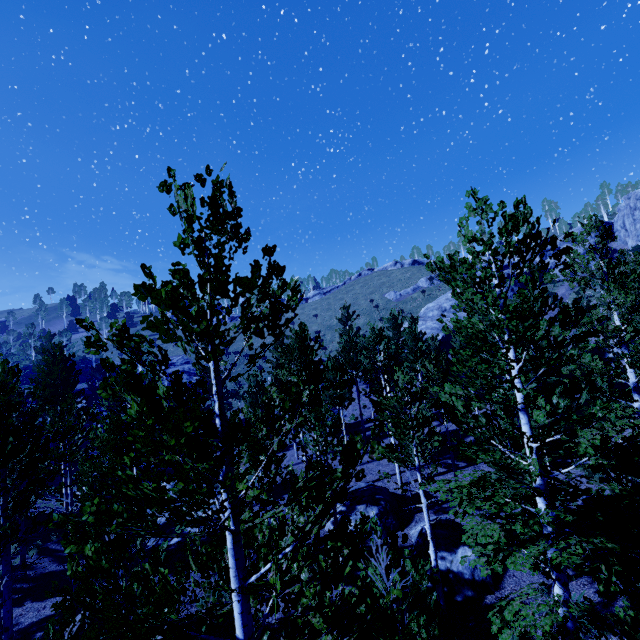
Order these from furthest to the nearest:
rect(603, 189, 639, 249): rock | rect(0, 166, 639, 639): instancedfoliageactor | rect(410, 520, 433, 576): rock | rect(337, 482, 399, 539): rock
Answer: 1. rect(603, 189, 639, 249): rock
2. rect(337, 482, 399, 539): rock
3. rect(410, 520, 433, 576): rock
4. rect(0, 166, 639, 639): instancedfoliageactor

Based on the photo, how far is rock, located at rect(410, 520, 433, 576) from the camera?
12.9 meters

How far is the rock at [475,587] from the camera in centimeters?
1155cm

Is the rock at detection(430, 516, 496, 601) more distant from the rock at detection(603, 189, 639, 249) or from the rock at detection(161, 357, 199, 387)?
the rock at detection(603, 189, 639, 249)

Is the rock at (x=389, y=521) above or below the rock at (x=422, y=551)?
above

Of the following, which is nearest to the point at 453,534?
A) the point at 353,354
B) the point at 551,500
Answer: the point at 551,500

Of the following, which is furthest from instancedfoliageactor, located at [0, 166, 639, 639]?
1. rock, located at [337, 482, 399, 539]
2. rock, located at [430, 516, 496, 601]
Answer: rock, located at [430, 516, 496, 601]

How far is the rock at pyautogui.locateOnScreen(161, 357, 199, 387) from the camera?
49.7 meters
